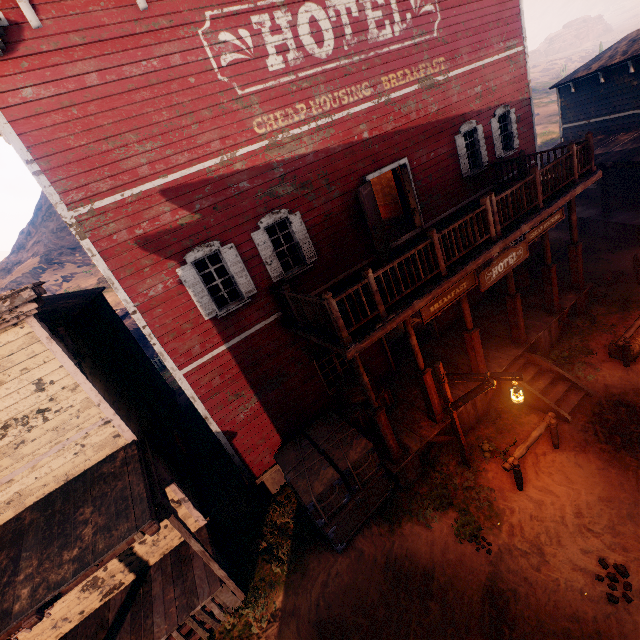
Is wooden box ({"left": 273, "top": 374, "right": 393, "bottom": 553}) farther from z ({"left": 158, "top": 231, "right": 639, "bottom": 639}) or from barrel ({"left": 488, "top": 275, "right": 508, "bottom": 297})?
barrel ({"left": 488, "top": 275, "right": 508, "bottom": 297})

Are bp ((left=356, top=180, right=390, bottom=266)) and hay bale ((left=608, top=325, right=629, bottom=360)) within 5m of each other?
no

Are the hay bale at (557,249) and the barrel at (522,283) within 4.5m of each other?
yes

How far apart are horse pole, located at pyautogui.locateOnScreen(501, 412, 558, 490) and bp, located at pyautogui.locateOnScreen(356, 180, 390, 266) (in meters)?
5.40

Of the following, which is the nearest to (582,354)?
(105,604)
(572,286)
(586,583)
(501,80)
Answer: (572,286)

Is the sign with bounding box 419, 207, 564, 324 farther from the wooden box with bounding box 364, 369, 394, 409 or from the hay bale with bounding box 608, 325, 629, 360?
the hay bale with bounding box 608, 325, 629, 360

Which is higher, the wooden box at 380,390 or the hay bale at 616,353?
the wooden box at 380,390

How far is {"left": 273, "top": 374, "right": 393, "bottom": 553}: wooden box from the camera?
7.5 meters
